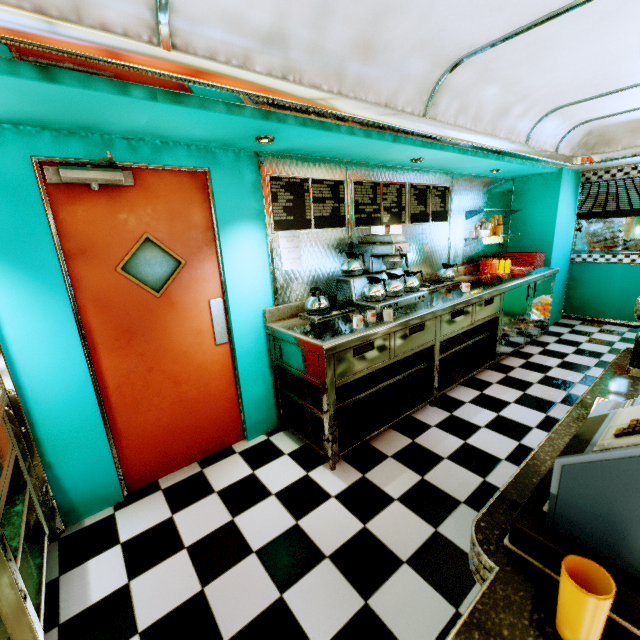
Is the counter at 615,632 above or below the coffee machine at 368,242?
below

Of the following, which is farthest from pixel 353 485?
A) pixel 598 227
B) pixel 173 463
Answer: pixel 598 227

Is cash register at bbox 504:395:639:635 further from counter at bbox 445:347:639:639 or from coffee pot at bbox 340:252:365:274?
coffee pot at bbox 340:252:365:274

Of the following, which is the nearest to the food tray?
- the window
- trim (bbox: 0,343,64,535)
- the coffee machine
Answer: the window

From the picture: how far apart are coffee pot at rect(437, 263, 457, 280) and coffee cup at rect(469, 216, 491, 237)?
1.03m

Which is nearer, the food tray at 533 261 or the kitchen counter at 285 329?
the kitchen counter at 285 329

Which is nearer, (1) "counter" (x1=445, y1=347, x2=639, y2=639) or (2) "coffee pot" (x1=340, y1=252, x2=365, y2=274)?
(1) "counter" (x1=445, y1=347, x2=639, y2=639)

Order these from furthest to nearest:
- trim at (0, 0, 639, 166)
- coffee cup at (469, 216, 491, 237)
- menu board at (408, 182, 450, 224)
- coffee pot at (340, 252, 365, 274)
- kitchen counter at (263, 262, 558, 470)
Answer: coffee cup at (469, 216, 491, 237) → menu board at (408, 182, 450, 224) → coffee pot at (340, 252, 365, 274) → kitchen counter at (263, 262, 558, 470) → trim at (0, 0, 639, 166)
